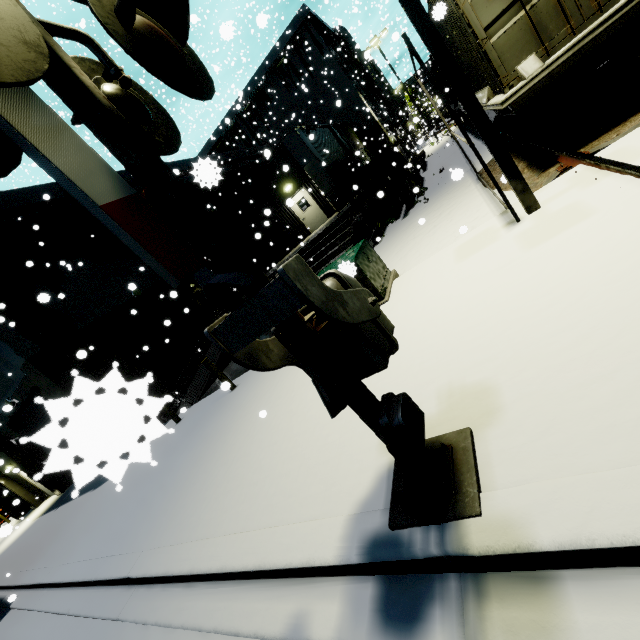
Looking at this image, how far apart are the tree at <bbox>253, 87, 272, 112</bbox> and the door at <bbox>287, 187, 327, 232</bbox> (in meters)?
17.88

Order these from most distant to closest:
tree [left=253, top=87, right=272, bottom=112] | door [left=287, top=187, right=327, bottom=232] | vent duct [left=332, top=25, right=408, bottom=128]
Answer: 1. vent duct [left=332, top=25, right=408, bottom=128]
2. tree [left=253, top=87, right=272, bottom=112]
3. door [left=287, top=187, right=327, bottom=232]

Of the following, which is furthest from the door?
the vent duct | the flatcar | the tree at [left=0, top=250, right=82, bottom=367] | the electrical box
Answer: the vent duct

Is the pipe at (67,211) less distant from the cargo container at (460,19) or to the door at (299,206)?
the cargo container at (460,19)

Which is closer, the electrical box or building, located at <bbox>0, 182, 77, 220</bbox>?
the electrical box

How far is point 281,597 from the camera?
2.8m

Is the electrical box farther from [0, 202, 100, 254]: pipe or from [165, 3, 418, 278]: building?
[0, 202, 100, 254]: pipe

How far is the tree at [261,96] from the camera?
31.81m
